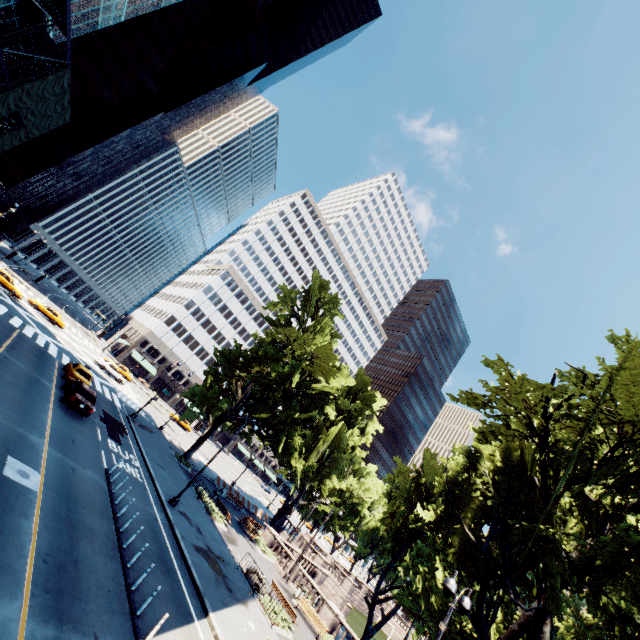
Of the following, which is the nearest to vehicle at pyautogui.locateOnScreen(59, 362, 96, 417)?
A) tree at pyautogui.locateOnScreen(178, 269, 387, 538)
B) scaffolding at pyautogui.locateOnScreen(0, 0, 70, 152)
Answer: tree at pyautogui.locateOnScreen(178, 269, 387, 538)

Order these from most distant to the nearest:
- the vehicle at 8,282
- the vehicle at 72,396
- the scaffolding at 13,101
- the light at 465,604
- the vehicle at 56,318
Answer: the vehicle at 56,318 → the vehicle at 8,282 → the vehicle at 72,396 → the scaffolding at 13,101 → the light at 465,604

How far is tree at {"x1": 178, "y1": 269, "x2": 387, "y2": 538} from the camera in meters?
31.3

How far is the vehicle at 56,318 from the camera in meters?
42.0 m

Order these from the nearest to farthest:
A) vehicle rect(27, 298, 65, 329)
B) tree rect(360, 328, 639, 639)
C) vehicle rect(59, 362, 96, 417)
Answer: tree rect(360, 328, 639, 639) → vehicle rect(59, 362, 96, 417) → vehicle rect(27, 298, 65, 329)

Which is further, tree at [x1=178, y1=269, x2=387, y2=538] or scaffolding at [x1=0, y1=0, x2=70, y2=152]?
tree at [x1=178, y1=269, x2=387, y2=538]

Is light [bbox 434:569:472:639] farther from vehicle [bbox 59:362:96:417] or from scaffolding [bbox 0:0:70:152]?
scaffolding [bbox 0:0:70:152]

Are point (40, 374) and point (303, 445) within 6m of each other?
no
